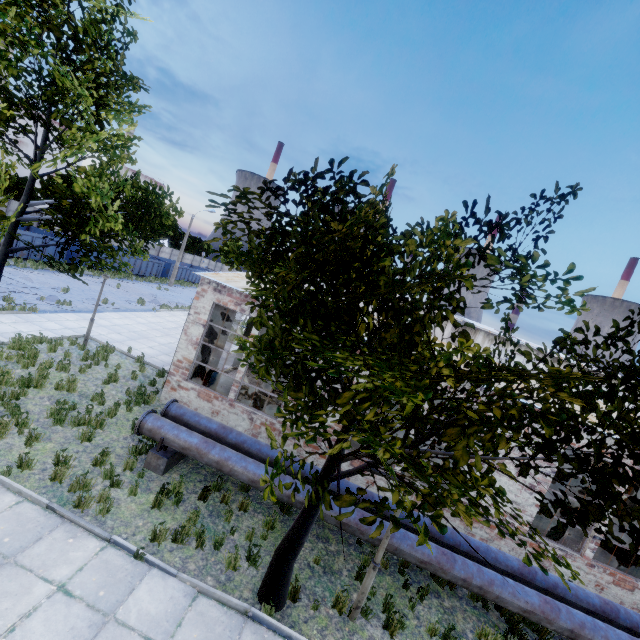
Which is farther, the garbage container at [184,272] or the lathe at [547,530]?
the garbage container at [184,272]

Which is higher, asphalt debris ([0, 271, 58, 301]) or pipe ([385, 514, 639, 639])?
pipe ([385, 514, 639, 639])

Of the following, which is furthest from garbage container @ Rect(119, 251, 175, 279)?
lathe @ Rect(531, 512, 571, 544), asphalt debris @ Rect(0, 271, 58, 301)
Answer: lathe @ Rect(531, 512, 571, 544)

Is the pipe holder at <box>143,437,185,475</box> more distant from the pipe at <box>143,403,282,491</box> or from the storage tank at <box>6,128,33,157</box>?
the storage tank at <box>6,128,33,157</box>

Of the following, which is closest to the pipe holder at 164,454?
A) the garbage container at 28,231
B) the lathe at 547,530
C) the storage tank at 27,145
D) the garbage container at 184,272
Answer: the lathe at 547,530

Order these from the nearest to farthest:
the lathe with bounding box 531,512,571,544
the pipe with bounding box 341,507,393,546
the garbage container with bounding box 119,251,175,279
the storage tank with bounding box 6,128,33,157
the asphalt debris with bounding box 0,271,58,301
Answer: the pipe with bounding box 341,507,393,546
the lathe with bounding box 531,512,571,544
the asphalt debris with bounding box 0,271,58,301
the garbage container with bounding box 119,251,175,279
the storage tank with bounding box 6,128,33,157

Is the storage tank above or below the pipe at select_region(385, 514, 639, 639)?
above

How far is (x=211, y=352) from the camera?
14.15m
